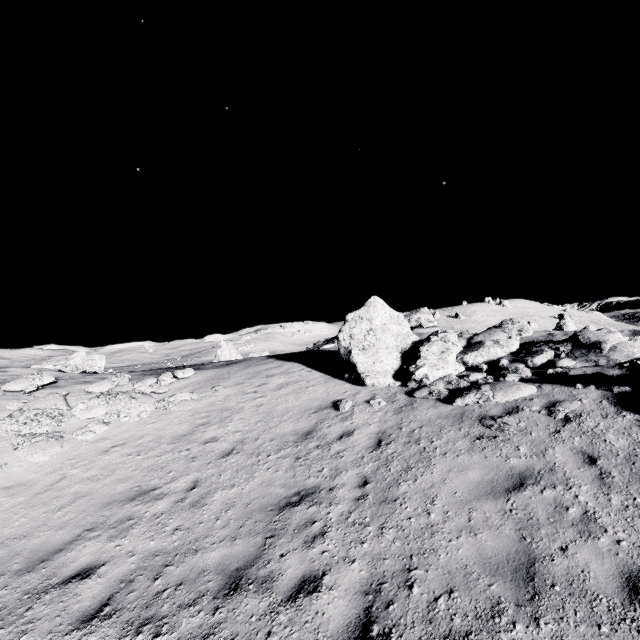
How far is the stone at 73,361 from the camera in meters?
25.9 m

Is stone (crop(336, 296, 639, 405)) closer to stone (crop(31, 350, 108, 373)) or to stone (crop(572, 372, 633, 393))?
stone (crop(572, 372, 633, 393))

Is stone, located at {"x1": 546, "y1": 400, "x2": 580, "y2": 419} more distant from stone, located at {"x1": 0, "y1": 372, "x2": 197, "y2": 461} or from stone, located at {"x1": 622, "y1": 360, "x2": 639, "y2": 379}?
stone, located at {"x1": 0, "y1": 372, "x2": 197, "y2": 461}

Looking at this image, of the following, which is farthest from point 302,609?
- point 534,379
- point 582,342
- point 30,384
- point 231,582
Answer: point 30,384

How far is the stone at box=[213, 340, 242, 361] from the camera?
34.8 meters

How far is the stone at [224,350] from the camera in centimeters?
3484cm

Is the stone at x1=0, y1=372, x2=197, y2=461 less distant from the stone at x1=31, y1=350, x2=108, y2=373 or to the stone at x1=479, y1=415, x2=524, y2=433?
the stone at x1=479, y1=415, x2=524, y2=433

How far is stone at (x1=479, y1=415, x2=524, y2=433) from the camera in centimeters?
713cm
